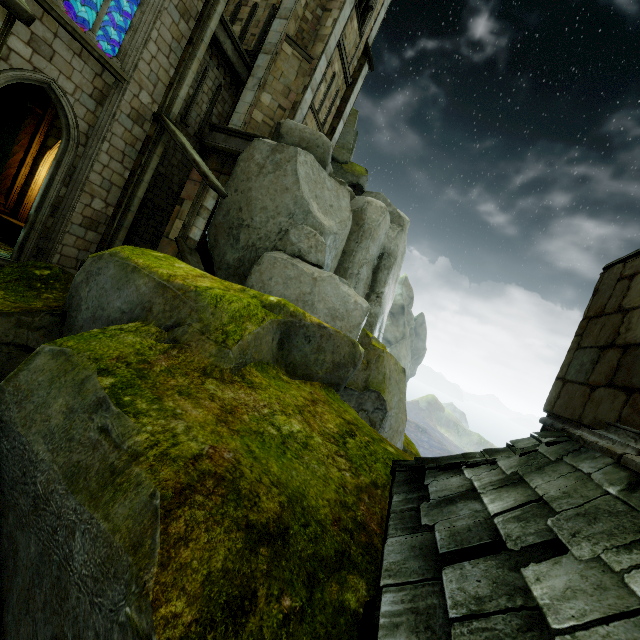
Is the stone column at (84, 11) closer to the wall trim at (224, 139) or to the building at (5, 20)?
the building at (5, 20)

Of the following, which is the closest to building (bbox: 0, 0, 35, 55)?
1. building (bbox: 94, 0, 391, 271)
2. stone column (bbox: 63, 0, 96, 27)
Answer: stone column (bbox: 63, 0, 96, 27)

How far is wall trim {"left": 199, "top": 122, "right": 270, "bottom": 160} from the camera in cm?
1333

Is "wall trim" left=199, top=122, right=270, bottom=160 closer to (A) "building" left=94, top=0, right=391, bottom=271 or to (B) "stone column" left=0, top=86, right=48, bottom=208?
(A) "building" left=94, top=0, right=391, bottom=271

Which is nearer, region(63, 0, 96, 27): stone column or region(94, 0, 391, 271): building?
region(94, 0, 391, 271): building

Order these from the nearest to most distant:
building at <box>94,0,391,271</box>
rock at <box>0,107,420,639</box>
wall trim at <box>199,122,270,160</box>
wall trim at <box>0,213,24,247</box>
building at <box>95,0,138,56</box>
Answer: rock at <box>0,107,420,639</box>
building at <box>94,0,391,271</box>
wall trim at <box>0,213,24,247</box>
building at <box>95,0,138,56</box>
wall trim at <box>199,122,270,160</box>

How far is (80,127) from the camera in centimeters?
980cm

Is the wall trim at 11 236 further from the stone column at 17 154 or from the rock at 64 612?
the rock at 64 612
